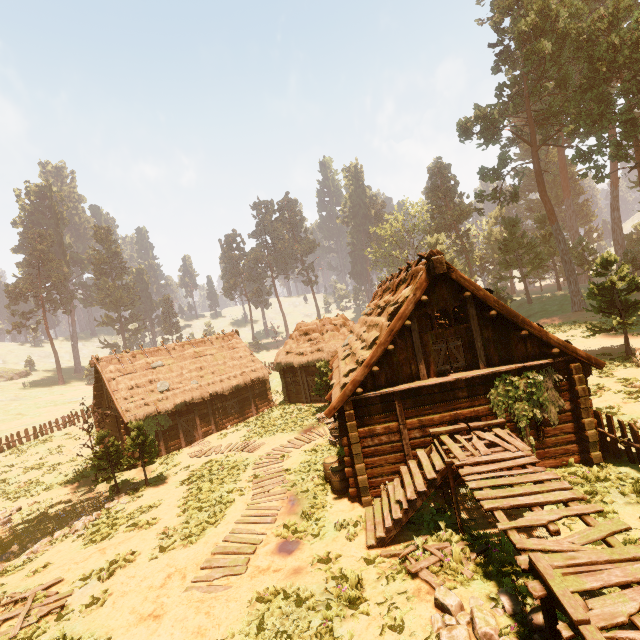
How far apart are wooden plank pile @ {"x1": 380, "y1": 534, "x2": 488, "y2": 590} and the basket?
7.4 meters

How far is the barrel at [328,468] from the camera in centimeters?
1185cm

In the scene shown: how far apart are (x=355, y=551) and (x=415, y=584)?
2.1 meters

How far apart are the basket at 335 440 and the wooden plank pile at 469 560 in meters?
7.4 m

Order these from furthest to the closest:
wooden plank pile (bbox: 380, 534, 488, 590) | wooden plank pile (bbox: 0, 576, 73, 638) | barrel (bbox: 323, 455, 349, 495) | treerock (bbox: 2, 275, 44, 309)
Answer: treerock (bbox: 2, 275, 44, 309), barrel (bbox: 323, 455, 349, 495), wooden plank pile (bbox: 0, 576, 73, 638), wooden plank pile (bbox: 380, 534, 488, 590)

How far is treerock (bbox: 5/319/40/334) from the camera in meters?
55.8 m

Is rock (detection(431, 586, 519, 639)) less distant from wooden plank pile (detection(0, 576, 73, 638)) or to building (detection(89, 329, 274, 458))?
building (detection(89, 329, 274, 458))

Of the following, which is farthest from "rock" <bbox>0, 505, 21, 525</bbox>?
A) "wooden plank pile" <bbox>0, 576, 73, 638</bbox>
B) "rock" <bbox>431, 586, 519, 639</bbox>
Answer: "rock" <bbox>431, 586, 519, 639</bbox>
